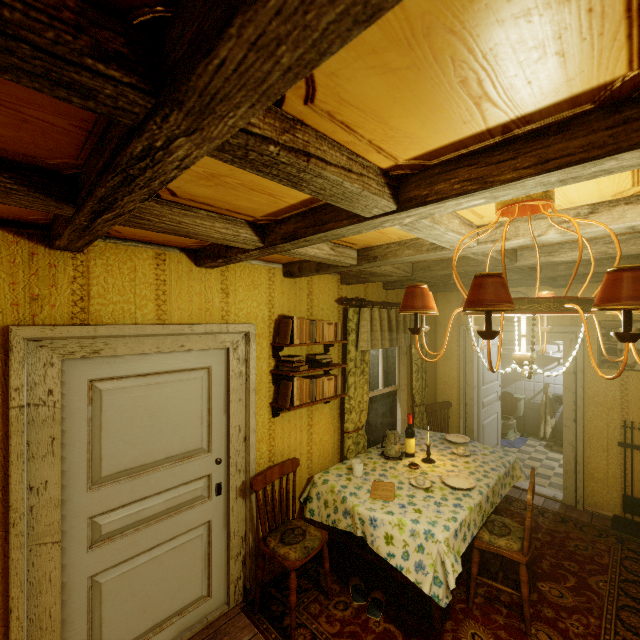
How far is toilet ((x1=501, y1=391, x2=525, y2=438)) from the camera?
6.3 meters

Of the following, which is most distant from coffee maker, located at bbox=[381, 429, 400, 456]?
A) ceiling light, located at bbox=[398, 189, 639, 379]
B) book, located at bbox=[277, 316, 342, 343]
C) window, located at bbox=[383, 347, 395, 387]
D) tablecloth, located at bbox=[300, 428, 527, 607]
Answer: ceiling light, located at bbox=[398, 189, 639, 379]

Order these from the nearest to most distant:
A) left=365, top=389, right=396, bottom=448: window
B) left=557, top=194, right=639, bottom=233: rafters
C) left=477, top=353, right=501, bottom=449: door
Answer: left=557, top=194, right=639, bottom=233: rafters < left=365, top=389, right=396, bottom=448: window < left=477, top=353, right=501, bottom=449: door

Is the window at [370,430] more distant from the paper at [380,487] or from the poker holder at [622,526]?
the poker holder at [622,526]

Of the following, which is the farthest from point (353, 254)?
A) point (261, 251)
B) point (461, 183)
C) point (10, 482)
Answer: point (10, 482)

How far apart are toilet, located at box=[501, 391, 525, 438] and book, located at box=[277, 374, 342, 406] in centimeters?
465cm

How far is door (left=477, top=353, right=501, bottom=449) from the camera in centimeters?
505cm

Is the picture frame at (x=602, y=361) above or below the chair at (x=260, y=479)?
above
